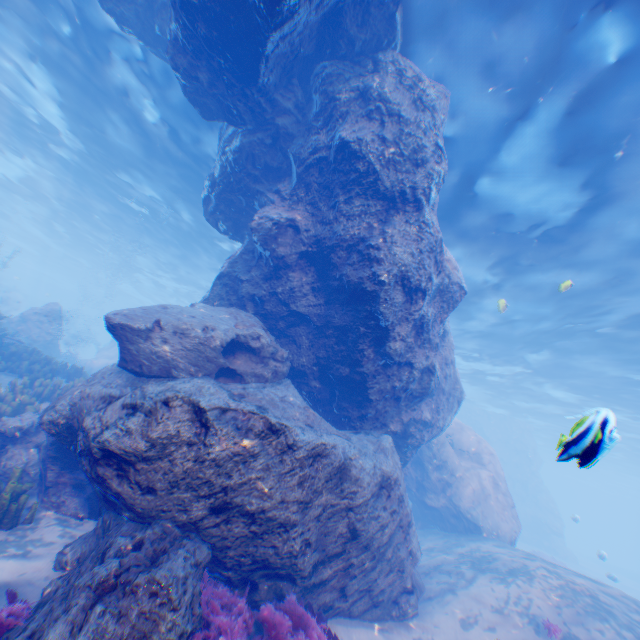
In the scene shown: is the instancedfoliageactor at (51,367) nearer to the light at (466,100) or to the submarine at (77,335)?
the submarine at (77,335)

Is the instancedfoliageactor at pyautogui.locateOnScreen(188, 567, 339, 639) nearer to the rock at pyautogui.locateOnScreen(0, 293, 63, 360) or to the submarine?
the rock at pyautogui.locateOnScreen(0, 293, 63, 360)

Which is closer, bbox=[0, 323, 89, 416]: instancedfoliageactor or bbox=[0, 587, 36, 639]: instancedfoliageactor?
bbox=[0, 587, 36, 639]: instancedfoliageactor

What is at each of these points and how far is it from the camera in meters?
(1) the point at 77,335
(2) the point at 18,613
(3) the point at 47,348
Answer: (1) submarine, 52.9
(2) instancedfoliageactor, 3.7
(3) rock, 18.9

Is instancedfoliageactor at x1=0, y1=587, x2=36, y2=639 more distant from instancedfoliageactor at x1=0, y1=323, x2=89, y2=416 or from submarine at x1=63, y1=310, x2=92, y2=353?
submarine at x1=63, y1=310, x2=92, y2=353

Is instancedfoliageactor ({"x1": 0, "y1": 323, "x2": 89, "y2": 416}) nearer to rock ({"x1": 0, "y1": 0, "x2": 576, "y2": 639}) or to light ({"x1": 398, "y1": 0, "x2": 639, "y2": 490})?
rock ({"x1": 0, "y1": 0, "x2": 576, "y2": 639})

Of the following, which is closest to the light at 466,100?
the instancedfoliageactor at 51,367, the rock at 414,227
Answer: the rock at 414,227

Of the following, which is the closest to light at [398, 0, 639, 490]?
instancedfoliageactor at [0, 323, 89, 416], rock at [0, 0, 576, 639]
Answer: rock at [0, 0, 576, 639]
